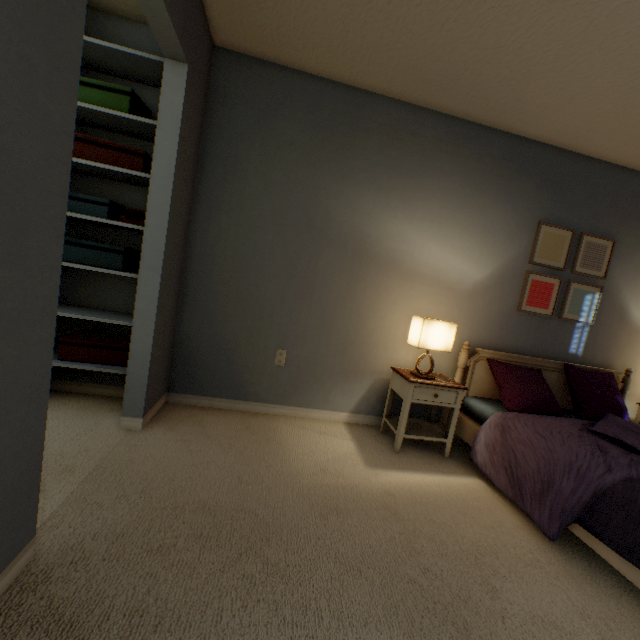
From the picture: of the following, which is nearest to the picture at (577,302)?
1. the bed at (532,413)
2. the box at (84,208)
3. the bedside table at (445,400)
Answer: the bed at (532,413)

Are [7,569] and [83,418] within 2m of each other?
yes

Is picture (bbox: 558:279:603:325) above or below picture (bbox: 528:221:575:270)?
below

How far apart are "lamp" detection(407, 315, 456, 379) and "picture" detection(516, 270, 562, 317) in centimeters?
83cm

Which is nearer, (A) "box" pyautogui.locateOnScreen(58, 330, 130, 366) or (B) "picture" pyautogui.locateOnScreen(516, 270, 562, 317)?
(A) "box" pyautogui.locateOnScreen(58, 330, 130, 366)

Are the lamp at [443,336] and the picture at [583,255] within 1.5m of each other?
yes

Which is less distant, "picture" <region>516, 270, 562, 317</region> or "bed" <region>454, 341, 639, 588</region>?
"bed" <region>454, 341, 639, 588</region>

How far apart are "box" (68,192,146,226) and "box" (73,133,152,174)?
0.2 meters
